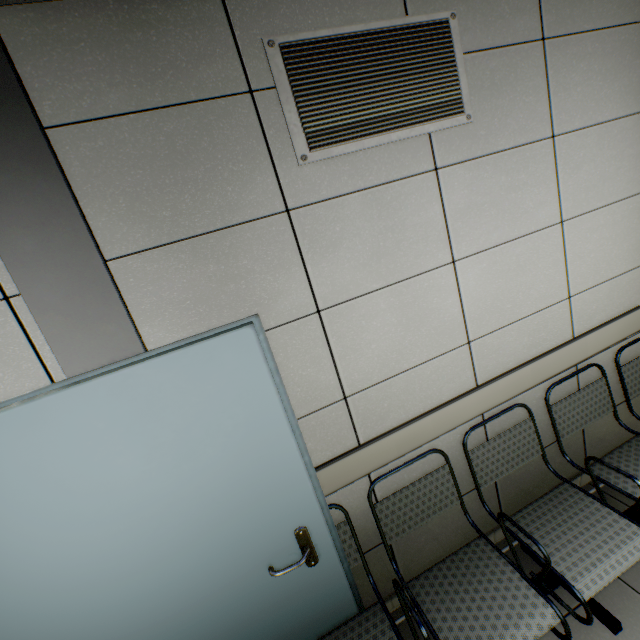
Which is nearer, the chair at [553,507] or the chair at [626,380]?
the chair at [553,507]

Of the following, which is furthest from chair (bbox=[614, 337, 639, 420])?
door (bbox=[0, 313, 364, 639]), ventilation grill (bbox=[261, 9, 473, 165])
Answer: ventilation grill (bbox=[261, 9, 473, 165])

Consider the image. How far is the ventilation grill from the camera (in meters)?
1.36

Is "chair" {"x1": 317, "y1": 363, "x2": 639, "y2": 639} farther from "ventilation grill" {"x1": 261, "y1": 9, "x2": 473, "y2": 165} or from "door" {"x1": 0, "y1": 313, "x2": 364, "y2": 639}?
"ventilation grill" {"x1": 261, "y1": 9, "x2": 473, "y2": 165}

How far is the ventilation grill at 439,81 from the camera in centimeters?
136cm

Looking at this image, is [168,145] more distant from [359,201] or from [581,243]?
[581,243]
